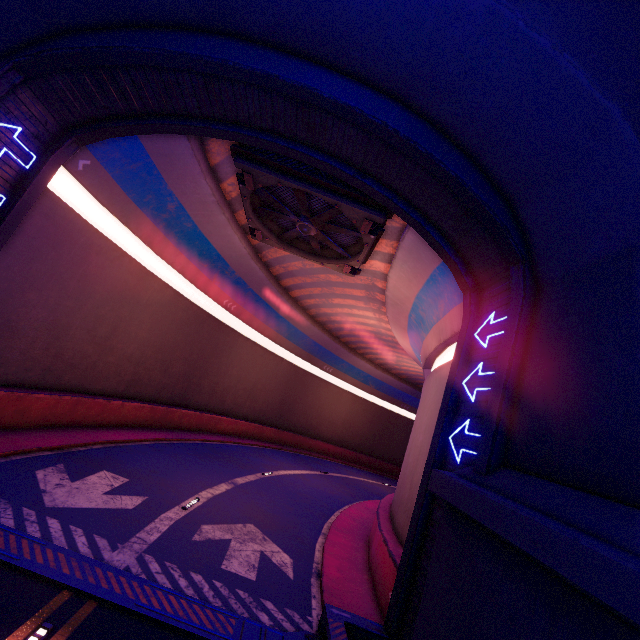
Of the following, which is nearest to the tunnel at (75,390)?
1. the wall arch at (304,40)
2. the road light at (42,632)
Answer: the wall arch at (304,40)

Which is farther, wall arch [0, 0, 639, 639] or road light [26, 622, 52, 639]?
road light [26, 622, 52, 639]

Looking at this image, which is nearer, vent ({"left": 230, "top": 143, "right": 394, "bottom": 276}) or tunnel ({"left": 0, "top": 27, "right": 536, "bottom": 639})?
tunnel ({"left": 0, "top": 27, "right": 536, "bottom": 639})

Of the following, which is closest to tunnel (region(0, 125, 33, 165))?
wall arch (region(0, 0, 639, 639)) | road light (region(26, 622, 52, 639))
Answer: wall arch (region(0, 0, 639, 639))

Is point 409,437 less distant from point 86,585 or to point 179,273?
point 179,273

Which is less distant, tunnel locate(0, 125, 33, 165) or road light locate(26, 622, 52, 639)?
road light locate(26, 622, 52, 639)

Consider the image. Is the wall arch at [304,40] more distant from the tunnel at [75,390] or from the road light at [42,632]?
the road light at [42,632]

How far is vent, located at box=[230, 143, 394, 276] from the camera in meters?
10.6
